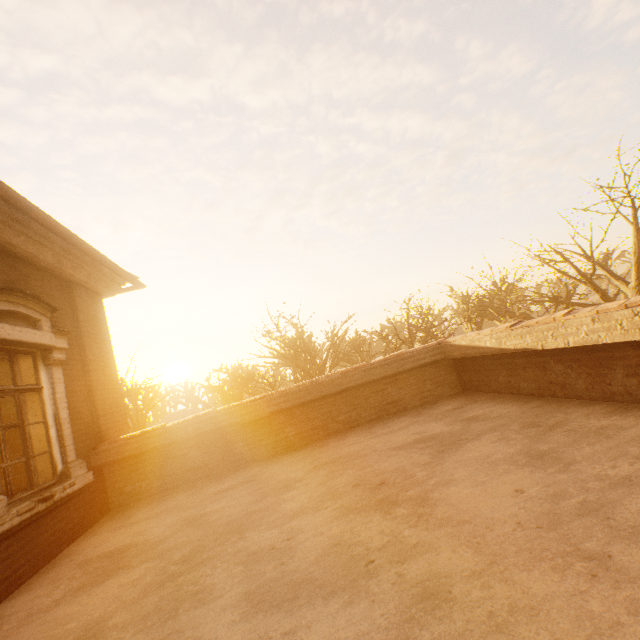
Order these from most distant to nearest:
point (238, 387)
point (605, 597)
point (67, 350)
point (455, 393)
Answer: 1. point (238, 387)
2. point (455, 393)
3. point (67, 350)
4. point (605, 597)

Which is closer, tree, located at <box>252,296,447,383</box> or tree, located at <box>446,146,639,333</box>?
tree, located at <box>446,146,639,333</box>

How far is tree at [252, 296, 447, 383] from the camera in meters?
19.3 m

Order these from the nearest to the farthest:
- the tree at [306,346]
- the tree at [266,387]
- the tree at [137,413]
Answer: the tree at [137,413] → the tree at [266,387] → the tree at [306,346]

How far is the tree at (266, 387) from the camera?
18.2m
